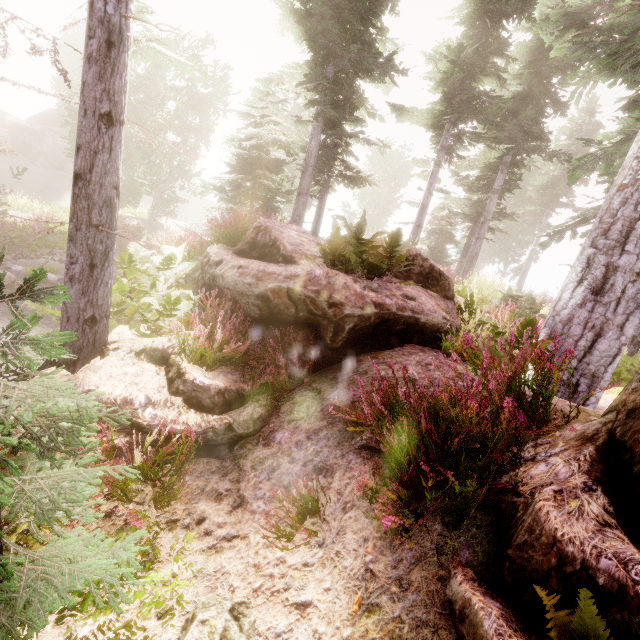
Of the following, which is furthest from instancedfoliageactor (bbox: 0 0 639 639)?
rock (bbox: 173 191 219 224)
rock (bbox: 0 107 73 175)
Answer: rock (bbox: 173 191 219 224)

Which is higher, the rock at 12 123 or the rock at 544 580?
the rock at 12 123

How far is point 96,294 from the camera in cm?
479

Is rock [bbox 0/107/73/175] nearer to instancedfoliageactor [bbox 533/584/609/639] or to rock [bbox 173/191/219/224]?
instancedfoliageactor [bbox 533/584/609/639]

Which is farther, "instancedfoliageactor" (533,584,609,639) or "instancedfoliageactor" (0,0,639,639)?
"instancedfoliageactor" (0,0,639,639)

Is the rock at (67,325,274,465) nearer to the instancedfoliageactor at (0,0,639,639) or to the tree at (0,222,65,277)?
the instancedfoliageactor at (0,0,639,639)

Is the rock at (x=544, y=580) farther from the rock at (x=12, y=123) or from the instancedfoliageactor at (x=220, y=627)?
the rock at (x=12, y=123)

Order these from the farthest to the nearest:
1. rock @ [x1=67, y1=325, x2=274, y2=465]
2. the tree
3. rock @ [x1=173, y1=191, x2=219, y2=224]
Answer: rock @ [x1=173, y1=191, x2=219, y2=224]
the tree
rock @ [x1=67, y1=325, x2=274, y2=465]
